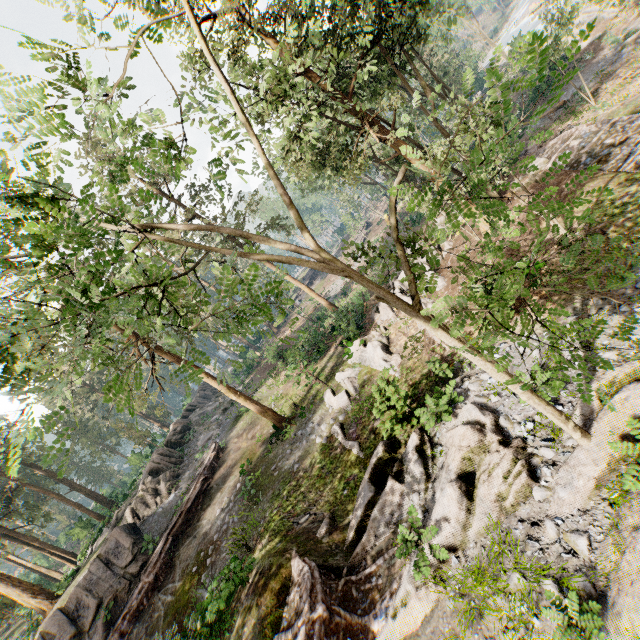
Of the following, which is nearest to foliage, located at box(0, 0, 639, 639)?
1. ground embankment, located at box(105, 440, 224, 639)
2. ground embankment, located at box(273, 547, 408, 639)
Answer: ground embankment, located at box(273, 547, 408, 639)

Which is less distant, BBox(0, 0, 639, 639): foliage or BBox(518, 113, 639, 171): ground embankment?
BBox(0, 0, 639, 639): foliage

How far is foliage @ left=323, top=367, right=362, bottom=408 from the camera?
17.31m

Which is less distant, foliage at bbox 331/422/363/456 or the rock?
foliage at bbox 331/422/363/456

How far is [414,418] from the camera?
12.2m

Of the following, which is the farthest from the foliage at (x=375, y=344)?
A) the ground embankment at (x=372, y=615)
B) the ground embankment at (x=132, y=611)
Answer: the ground embankment at (x=132, y=611)

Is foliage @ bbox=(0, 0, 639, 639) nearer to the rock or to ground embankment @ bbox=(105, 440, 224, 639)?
the rock

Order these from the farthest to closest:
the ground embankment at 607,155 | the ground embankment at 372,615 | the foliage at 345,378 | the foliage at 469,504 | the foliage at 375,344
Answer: the foliage at 345,378 → the foliage at 375,344 → the ground embankment at 607,155 → the ground embankment at 372,615 → the foliage at 469,504
